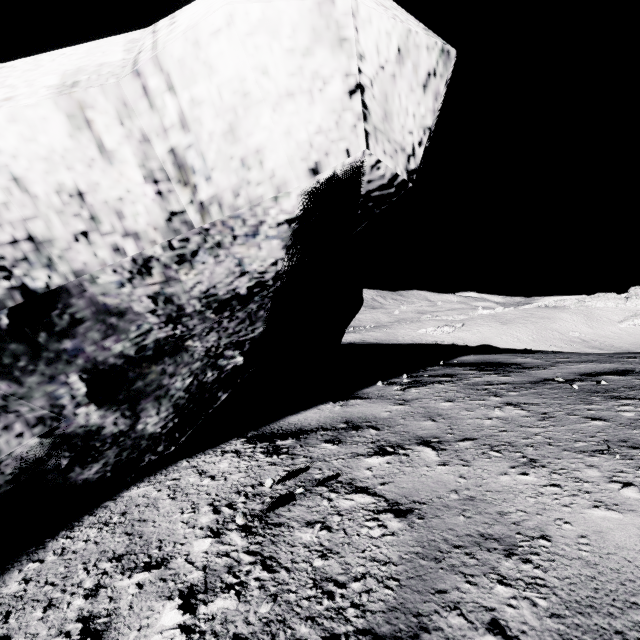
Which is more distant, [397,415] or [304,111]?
[397,415]
